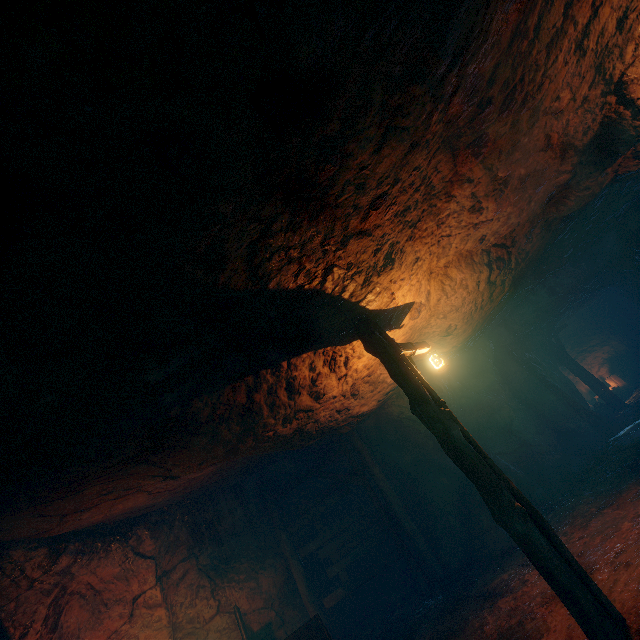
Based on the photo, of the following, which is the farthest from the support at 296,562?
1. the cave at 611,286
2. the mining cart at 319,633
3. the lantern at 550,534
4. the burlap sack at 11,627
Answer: the cave at 611,286

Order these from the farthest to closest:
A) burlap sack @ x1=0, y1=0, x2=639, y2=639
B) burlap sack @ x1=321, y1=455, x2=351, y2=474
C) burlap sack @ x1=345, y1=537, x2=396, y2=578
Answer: burlap sack @ x1=321, y1=455, x2=351, y2=474
burlap sack @ x1=345, y1=537, x2=396, y2=578
burlap sack @ x1=0, y1=0, x2=639, y2=639

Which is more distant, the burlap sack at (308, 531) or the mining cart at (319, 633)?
the burlap sack at (308, 531)

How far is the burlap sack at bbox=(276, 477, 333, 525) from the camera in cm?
1089

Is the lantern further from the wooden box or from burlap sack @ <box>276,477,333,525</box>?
the wooden box

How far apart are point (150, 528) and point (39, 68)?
10.1 meters

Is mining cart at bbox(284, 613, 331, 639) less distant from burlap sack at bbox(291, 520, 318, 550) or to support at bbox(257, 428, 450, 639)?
burlap sack at bbox(291, 520, 318, 550)

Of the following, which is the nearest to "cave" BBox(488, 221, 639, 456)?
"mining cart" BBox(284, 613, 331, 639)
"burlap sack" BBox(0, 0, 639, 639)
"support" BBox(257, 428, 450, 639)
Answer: "burlap sack" BBox(0, 0, 639, 639)
